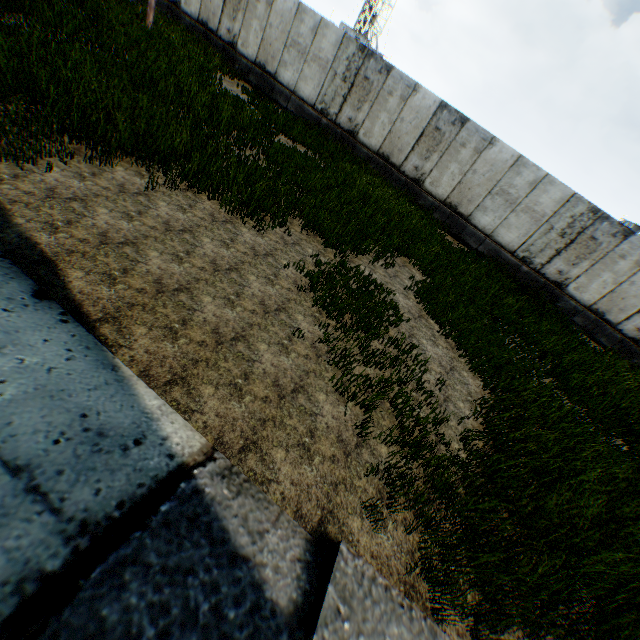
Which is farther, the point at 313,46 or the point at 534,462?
the point at 313,46
